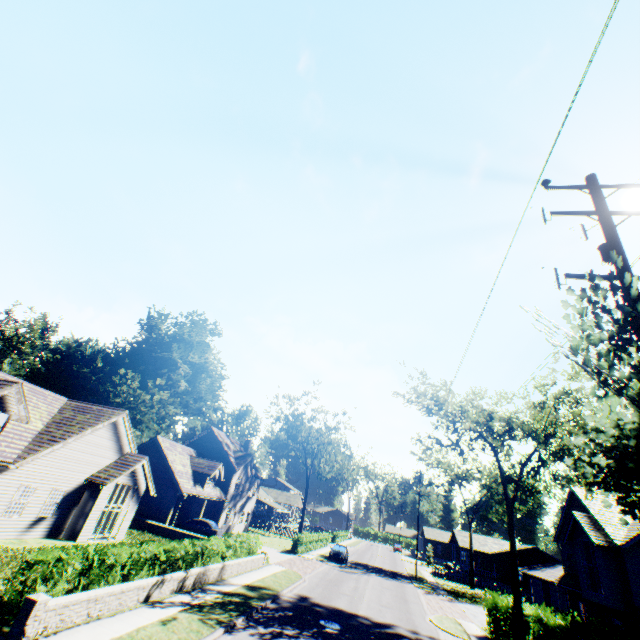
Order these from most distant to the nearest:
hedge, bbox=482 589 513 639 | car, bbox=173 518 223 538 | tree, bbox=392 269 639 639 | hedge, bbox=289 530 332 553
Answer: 1. hedge, bbox=289 530 332 553
2. car, bbox=173 518 223 538
3. hedge, bbox=482 589 513 639
4. tree, bbox=392 269 639 639

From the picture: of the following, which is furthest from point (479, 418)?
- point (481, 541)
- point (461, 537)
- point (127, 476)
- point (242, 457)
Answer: point (481, 541)

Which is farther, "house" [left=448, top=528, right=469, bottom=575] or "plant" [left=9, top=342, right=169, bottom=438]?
"plant" [left=9, top=342, right=169, bottom=438]

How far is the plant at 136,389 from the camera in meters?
51.5 m

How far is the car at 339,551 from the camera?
36.5m

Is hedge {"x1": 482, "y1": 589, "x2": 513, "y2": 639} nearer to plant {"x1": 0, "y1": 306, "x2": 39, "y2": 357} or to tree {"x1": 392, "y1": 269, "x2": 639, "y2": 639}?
tree {"x1": 392, "y1": 269, "x2": 639, "y2": 639}

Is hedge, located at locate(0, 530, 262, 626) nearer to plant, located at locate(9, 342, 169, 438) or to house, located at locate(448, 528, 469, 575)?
plant, located at locate(9, 342, 169, 438)

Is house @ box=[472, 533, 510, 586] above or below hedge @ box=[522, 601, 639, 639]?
above
